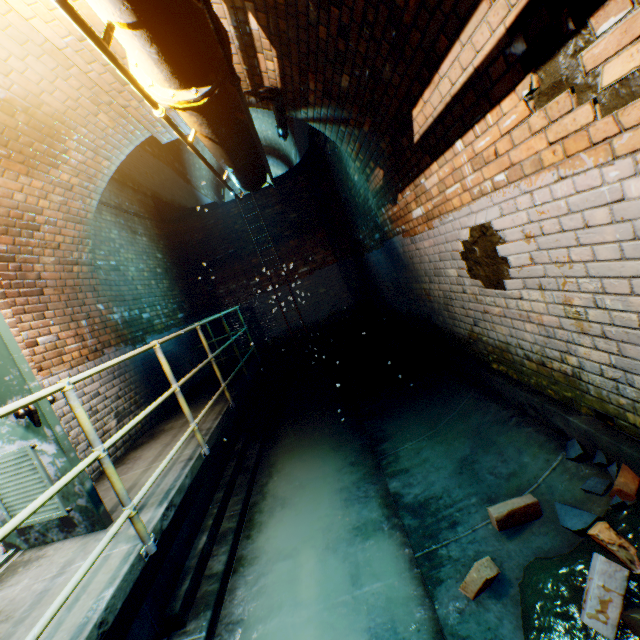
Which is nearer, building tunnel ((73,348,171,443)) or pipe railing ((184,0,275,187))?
pipe railing ((184,0,275,187))

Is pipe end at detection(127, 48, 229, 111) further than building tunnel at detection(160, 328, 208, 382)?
No

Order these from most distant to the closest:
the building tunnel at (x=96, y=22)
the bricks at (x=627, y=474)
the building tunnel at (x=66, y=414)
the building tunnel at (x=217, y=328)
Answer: the building tunnel at (x=217, y=328) → the building tunnel at (x=66, y=414) → the building tunnel at (x=96, y=22) → the bricks at (x=627, y=474)

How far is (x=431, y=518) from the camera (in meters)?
2.57

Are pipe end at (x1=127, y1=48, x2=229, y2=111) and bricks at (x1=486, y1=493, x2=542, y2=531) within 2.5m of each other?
no

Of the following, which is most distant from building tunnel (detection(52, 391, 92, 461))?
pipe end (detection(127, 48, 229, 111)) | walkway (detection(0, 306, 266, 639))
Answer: pipe end (detection(127, 48, 229, 111))

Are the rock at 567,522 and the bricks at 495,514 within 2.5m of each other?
yes

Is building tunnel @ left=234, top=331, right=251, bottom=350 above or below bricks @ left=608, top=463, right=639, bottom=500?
above
